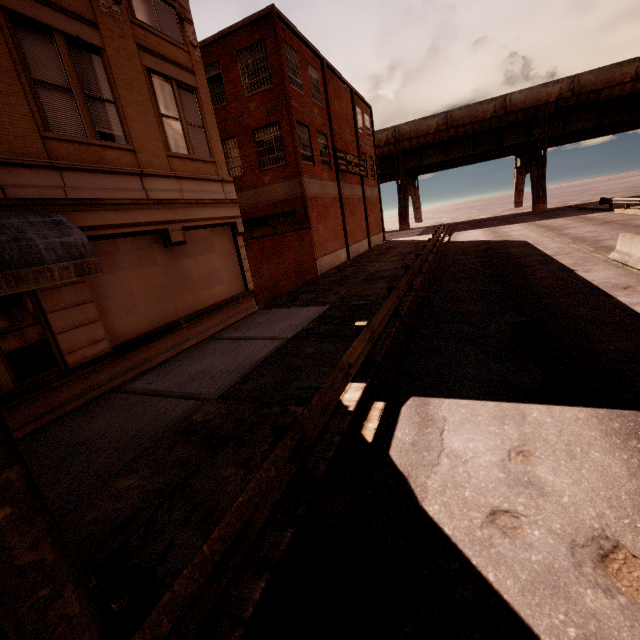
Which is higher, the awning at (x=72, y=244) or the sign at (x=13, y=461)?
the awning at (x=72, y=244)

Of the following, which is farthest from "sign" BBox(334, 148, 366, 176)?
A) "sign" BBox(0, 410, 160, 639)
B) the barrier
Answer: "sign" BBox(0, 410, 160, 639)

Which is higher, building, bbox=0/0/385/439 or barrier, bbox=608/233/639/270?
building, bbox=0/0/385/439

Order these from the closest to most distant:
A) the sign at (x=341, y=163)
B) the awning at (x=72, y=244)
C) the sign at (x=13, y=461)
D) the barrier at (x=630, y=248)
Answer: the sign at (x=13, y=461), the awning at (x=72, y=244), the barrier at (x=630, y=248), the sign at (x=341, y=163)

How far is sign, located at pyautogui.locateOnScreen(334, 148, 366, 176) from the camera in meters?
24.0

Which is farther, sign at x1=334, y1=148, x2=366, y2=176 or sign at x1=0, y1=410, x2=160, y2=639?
sign at x1=334, y1=148, x2=366, y2=176

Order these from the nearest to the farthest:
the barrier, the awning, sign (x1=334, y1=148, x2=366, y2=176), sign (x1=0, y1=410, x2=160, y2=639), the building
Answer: sign (x1=0, y1=410, x2=160, y2=639) < the awning < the building < the barrier < sign (x1=334, y1=148, x2=366, y2=176)

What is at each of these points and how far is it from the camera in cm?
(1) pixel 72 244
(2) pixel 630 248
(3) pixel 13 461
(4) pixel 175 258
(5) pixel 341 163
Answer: (1) awning, 635
(2) barrier, 1193
(3) sign, 219
(4) building, 1055
(5) sign, 2456
